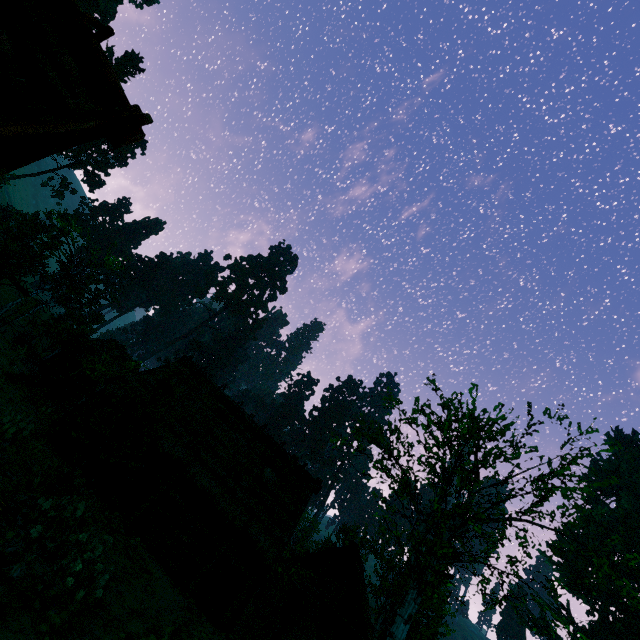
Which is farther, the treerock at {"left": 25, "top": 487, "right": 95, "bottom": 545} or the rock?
the treerock at {"left": 25, "top": 487, "right": 95, "bottom": 545}

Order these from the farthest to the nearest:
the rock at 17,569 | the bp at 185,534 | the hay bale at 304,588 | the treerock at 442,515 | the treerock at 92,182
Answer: the treerock at 92,182, the bp at 185,534, the hay bale at 304,588, the treerock at 442,515, the rock at 17,569

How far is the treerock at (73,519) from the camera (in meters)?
10.60

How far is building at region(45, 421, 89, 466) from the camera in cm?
1535

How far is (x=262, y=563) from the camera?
14.8 meters

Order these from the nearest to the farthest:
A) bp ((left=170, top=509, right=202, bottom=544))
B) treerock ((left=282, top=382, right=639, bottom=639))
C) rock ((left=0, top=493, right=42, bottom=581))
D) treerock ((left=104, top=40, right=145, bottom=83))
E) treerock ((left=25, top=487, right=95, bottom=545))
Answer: rock ((left=0, top=493, right=42, bottom=581)) < treerock ((left=25, top=487, right=95, bottom=545)) < treerock ((left=282, top=382, right=639, bottom=639)) < bp ((left=170, top=509, right=202, bottom=544)) < treerock ((left=104, top=40, right=145, bottom=83))

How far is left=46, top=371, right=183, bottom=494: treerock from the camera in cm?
1338
